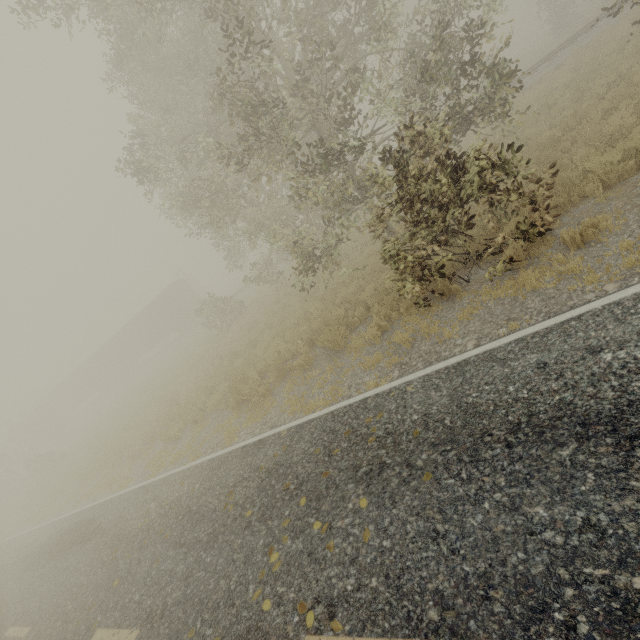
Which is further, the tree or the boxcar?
the boxcar

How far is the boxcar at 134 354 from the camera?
33.6m

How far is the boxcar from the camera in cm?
3362

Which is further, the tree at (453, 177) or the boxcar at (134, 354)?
the boxcar at (134, 354)

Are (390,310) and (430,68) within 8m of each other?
yes
